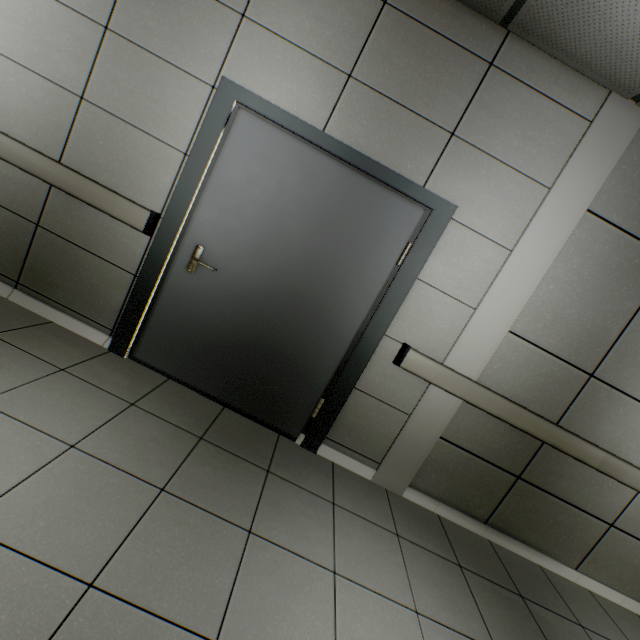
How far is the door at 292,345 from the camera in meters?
2.3 m

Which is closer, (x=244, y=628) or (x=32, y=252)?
(x=244, y=628)

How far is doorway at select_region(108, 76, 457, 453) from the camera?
2.2 meters

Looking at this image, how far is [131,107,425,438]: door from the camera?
2.3m

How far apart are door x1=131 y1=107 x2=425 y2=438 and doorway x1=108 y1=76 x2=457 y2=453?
0.0m

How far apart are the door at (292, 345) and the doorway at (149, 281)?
0.01m
